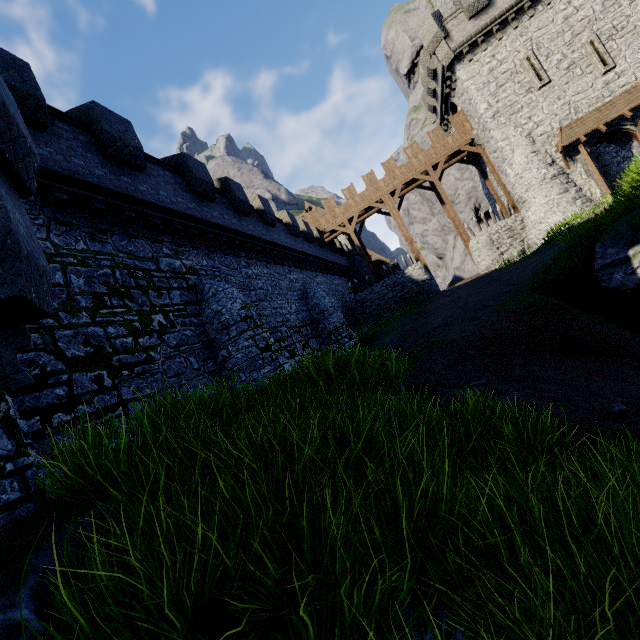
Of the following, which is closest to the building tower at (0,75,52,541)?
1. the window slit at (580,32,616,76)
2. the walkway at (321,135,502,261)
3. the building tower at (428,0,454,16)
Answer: the walkway at (321,135,502,261)

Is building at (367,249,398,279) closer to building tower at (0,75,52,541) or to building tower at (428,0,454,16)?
building tower at (428,0,454,16)

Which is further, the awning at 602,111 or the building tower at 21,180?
the awning at 602,111

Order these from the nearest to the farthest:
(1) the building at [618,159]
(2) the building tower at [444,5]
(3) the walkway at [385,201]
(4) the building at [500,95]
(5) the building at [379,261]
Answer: (4) the building at [500,95] → (1) the building at [618,159] → (3) the walkway at [385,201] → (2) the building tower at [444,5] → (5) the building at [379,261]

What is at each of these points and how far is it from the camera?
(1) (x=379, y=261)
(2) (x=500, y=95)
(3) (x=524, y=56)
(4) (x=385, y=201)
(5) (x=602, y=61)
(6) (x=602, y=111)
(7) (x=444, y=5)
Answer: (1) building, 38.5 meters
(2) building, 21.6 meters
(3) window slit, 20.9 meters
(4) walkway, 27.7 meters
(5) window slit, 19.7 meters
(6) awning, 19.7 meters
(7) building tower, 27.2 meters

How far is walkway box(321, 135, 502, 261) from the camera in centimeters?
2555cm

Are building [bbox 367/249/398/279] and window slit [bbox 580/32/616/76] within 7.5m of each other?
no

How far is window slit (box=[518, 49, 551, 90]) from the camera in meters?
20.7 m
